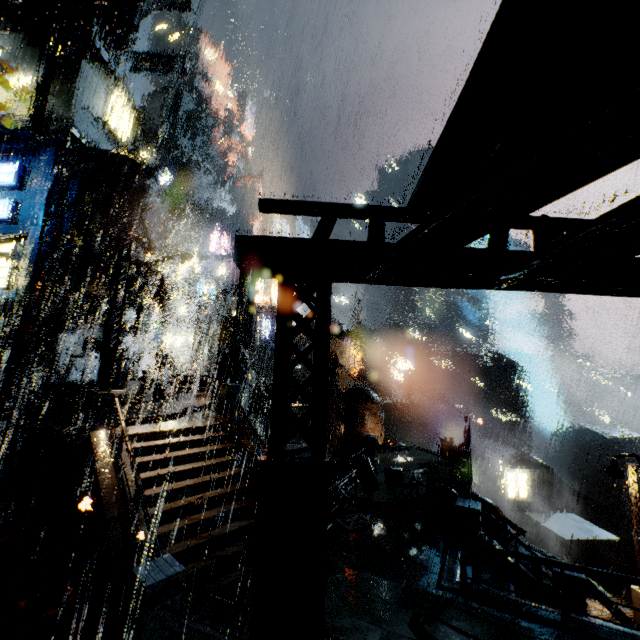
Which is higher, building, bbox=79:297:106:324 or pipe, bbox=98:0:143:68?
pipe, bbox=98:0:143:68

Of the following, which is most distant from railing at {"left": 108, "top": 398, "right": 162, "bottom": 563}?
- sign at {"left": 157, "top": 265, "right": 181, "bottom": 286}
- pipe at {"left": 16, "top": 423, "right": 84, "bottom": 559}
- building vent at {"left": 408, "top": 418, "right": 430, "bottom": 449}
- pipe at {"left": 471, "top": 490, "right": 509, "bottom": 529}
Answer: building vent at {"left": 408, "top": 418, "right": 430, "bottom": 449}

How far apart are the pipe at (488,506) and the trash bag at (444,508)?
3.4m

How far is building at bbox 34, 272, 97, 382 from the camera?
19.72m

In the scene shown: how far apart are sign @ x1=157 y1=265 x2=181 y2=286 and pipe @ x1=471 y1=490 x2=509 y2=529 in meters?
34.3 m

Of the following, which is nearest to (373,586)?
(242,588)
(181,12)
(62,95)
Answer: (242,588)

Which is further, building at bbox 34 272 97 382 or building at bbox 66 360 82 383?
building at bbox 66 360 82 383

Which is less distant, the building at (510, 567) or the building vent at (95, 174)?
the building at (510, 567)
